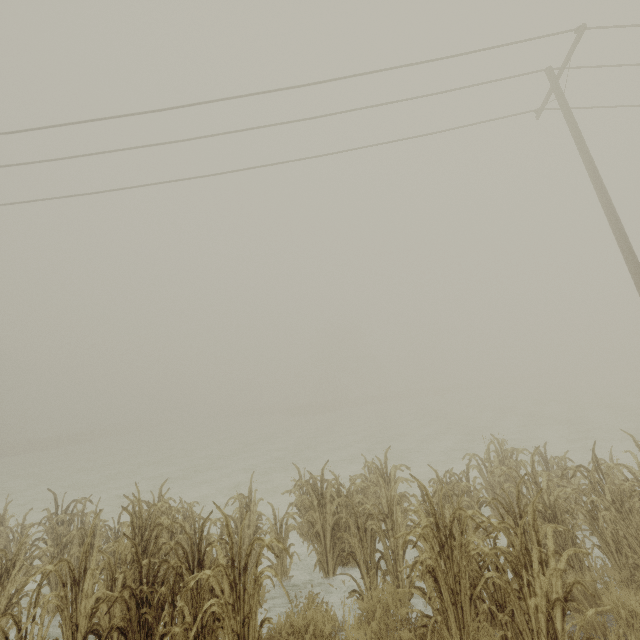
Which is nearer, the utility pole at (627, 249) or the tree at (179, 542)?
the tree at (179, 542)

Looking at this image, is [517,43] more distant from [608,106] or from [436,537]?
[436,537]

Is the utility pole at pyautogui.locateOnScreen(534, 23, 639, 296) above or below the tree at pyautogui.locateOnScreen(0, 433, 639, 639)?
above

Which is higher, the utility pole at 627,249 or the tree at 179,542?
the utility pole at 627,249

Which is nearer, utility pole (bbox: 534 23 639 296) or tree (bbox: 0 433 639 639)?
tree (bbox: 0 433 639 639)
